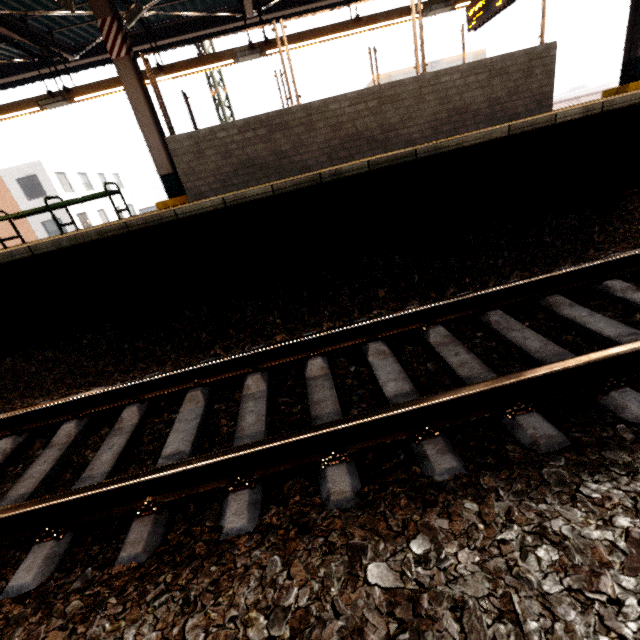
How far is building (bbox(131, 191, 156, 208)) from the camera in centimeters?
4724cm

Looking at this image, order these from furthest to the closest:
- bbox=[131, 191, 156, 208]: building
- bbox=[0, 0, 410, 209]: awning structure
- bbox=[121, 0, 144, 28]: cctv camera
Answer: bbox=[131, 191, 156, 208]: building → bbox=[121, 0, 144, 28]: cctv camera → bbox=[0, 0, 410, 209]: awning structure

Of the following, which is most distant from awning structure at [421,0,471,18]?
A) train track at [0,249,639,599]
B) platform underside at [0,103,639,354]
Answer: train track at [0,249,639,599]

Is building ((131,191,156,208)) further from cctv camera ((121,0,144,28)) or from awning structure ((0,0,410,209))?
cctv camera ((121,0,144,28))

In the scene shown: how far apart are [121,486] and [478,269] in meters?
3.6 m

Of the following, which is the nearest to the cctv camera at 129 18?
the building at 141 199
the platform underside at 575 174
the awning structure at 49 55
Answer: the awning structure at 49 55

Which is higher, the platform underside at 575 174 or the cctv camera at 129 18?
the cctv camera at 129 18

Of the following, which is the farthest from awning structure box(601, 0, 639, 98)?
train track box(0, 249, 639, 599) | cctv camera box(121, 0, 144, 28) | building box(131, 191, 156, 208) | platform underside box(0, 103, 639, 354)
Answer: building box(131, 191, 156, 208)
